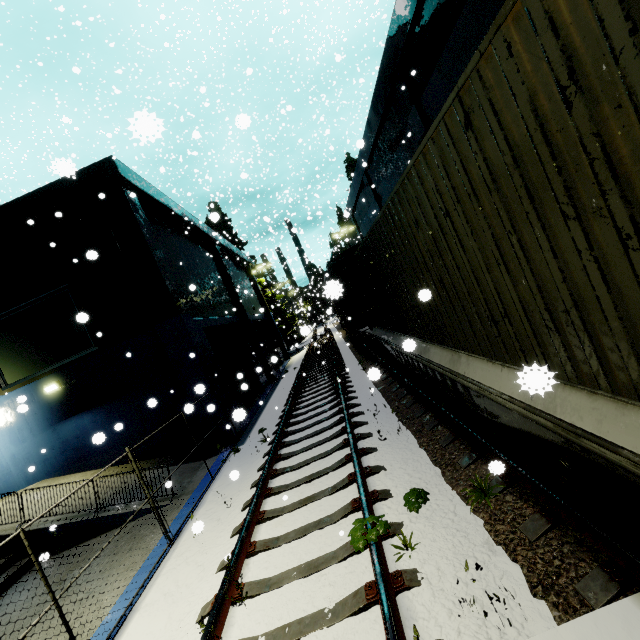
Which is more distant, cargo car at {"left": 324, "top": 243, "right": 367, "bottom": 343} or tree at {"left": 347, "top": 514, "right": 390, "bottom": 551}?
tree at {"left": 347, "top": 514, "right": 390, "bottom": 551}

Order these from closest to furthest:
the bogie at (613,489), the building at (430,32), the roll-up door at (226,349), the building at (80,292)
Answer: the bogie at (613,489) < the building at (430,32) < the building at (80,292) < the roll-up door at (226,349)

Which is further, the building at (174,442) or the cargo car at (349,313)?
the building at (174,442)

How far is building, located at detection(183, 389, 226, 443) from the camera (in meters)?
11.50

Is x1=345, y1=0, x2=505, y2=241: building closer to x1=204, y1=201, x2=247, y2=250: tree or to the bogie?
x1=204, y1=201, x2=247, y2=250: tree

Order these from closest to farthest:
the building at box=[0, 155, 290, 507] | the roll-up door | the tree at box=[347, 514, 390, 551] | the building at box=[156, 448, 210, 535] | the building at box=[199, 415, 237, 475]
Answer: the tree at box=[347, 514, 390, 551] → the building at box=[156, 448, 210, 535] → the building at box=[199, 415, 237, 475] → the building at box=[0, 155, 290, 507] → the roll-up door

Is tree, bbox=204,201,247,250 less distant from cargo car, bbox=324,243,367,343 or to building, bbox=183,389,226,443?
building, bbox=183,389,226,443

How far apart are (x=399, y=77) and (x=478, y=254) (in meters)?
12.19
